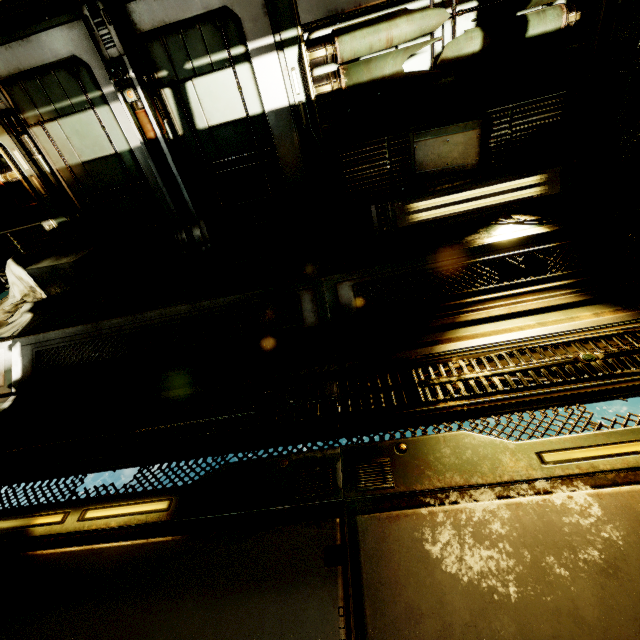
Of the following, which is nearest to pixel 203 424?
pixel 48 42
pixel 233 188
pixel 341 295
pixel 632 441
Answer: pixel 341 295

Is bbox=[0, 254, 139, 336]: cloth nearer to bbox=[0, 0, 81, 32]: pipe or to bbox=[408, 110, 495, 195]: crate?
bbox=[0, 0, 81, 32]: pipe

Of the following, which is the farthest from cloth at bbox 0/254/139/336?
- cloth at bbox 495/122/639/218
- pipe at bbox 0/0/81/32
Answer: cloth at bbox 495/122/639/218

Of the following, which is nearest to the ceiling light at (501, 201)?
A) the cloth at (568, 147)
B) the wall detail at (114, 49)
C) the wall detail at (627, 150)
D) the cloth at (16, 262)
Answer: the cloth at (568, 147)

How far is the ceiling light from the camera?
3.26m

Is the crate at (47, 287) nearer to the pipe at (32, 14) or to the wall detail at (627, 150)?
the pipe at (32, 14)

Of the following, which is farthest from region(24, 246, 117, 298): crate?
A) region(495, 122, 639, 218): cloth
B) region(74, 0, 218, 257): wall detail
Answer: region(495, 122, 639, 218): cloth

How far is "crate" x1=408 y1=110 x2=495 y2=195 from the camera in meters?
3.2 m
